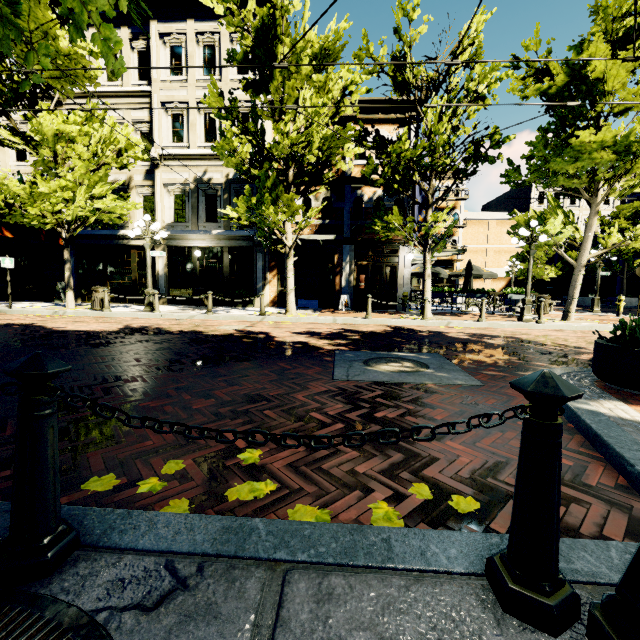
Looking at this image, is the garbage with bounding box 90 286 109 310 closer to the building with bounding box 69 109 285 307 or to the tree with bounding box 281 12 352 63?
the tree with bounding box 281 12 352 63

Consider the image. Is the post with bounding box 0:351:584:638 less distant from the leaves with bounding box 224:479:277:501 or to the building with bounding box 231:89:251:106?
the leaves with bounding box 224:479:277:501

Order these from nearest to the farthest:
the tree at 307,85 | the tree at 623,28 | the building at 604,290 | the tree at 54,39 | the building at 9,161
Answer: the tree at 54,39
the tree at 623,28
the tree at 307,85
the building at 9,161
the building at 604,290

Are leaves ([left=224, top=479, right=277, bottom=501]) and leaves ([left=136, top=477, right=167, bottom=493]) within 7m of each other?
yes

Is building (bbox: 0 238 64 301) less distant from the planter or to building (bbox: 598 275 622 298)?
building (bbox: 598 275 622 298)

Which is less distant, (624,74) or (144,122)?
(624,74)

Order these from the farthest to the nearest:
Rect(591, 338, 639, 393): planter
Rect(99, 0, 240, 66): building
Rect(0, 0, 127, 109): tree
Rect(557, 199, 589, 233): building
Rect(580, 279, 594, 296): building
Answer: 1. Rect(580, 279, 594, 296): building
2. Rect(557, 199, 589, 233): building
3. Rect(99, 0, 240, 66): building
4. Rect(591, 338, 639, 393): planter
5. Rect(0, 0, 127, 109): tree

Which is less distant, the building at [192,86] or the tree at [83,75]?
the tree at [83,75]
